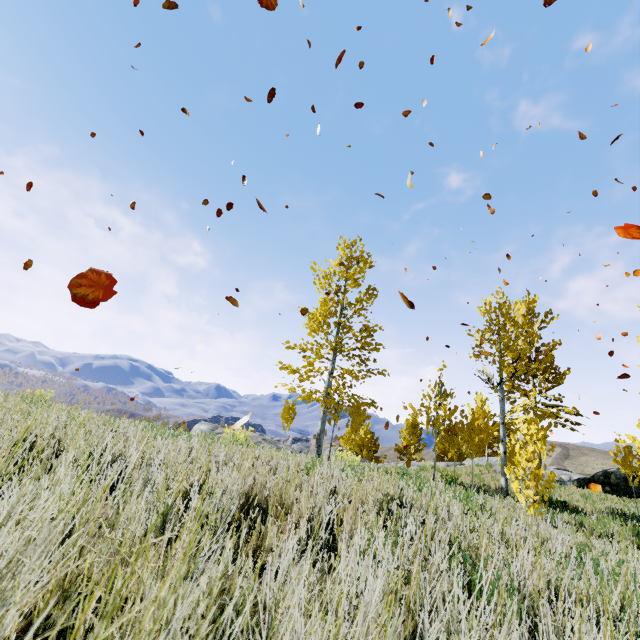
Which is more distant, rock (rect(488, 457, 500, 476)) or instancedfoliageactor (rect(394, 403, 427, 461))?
instancedfoliageactor (rect(394, 403, 427, 461))

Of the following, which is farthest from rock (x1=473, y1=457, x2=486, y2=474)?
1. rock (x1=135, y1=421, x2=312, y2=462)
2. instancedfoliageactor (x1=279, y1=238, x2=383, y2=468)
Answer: rock (x1=135, y1=421, x2=312, y2=462)

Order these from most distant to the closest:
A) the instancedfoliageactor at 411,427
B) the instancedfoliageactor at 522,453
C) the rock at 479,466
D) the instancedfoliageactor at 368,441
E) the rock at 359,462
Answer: the instancedfoliageactor at 411,427
the rock at 479,466
the instancedfoliageactor at 368,441
the instancedfoliageactor at 522,453
the rock at 359,462

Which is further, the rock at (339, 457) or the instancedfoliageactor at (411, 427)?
the instancedfoliageactor at (411, 427)

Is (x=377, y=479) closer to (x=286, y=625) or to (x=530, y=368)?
(x=286, y=625)

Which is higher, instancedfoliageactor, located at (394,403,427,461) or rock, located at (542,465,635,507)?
instancedfoliageactor, located at (394,403,427,461)
